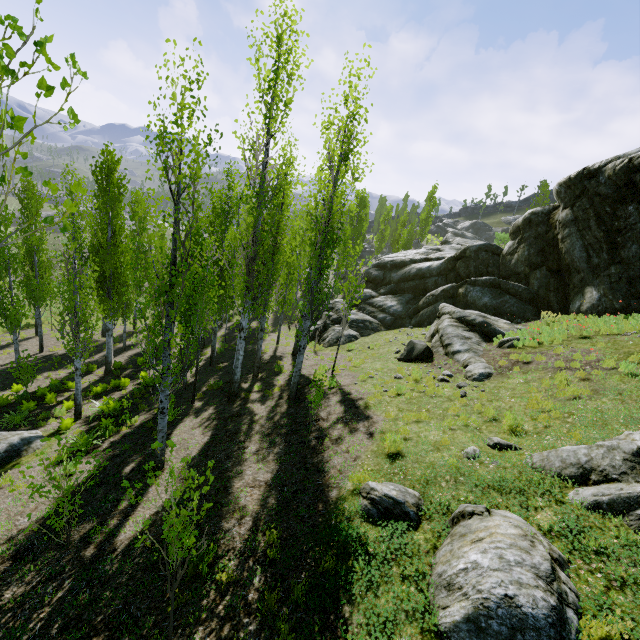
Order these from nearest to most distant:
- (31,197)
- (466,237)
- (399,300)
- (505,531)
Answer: (505,531) → (31,197) → (399,300) → (466,237)

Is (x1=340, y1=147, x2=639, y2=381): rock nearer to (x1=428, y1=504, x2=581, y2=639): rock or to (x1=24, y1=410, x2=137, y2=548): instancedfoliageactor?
(x1=24, y1=410, x2=137, y2=548): instancedfoliageactor

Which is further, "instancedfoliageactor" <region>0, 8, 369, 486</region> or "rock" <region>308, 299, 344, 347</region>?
"rock" <region>308, 299, 344, 347</region>

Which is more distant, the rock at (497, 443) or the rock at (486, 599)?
the rock at (497, 443)

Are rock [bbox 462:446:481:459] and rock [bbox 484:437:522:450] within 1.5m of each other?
yes

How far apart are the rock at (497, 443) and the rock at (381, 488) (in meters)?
2.07

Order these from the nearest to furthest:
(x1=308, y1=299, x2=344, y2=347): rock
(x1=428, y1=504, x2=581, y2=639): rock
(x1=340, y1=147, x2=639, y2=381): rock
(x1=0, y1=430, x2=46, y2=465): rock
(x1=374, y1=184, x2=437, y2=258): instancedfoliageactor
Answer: (x1=428, y1=504, x2=581, y2=639): rock
(x1=0, y1=430, x2=46, y2=465): rock
(x1=340, y1=147, x2=639, y2=381): rock
(x1=308, y1=299, x2=344, y2=347): rock
(x1=374, y1=184, x2=437, y2=258): instancedfoliageactor

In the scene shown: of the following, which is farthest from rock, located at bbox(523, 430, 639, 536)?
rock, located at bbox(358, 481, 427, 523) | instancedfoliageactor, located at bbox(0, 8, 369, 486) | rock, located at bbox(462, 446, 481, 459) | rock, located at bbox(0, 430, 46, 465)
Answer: rock, located at bbox(0, 430, 46, 465)
